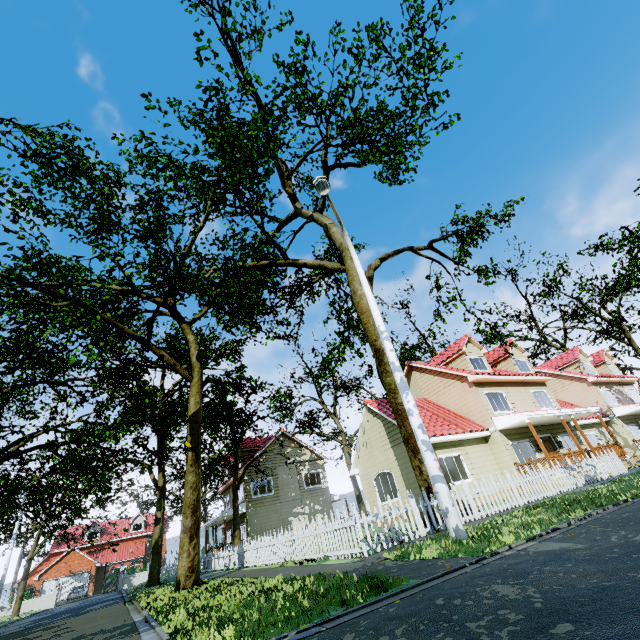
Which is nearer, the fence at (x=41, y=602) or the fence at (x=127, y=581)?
the fence at (x=41, y=602)

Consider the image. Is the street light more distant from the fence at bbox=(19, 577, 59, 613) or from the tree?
the fence at bbox=(19, 577, 59, 613)

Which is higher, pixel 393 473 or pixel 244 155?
pixel 244 155

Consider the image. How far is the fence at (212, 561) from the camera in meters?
8.2

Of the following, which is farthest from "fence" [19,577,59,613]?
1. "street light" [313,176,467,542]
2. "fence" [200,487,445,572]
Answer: "street light" [313,176,467,542]

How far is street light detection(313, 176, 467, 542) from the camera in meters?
6.2 m

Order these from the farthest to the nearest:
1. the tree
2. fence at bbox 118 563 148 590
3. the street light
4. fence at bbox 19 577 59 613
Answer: fence at bbox 118 563 148 590, fence at bbox 19 577 59 613, the tree, the street light

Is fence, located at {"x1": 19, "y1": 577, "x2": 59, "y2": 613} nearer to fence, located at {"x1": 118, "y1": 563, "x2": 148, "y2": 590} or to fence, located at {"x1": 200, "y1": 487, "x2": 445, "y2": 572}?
fence, located at {"x1": 118, "y1": 563, "x2": 148, "y2": 590}
